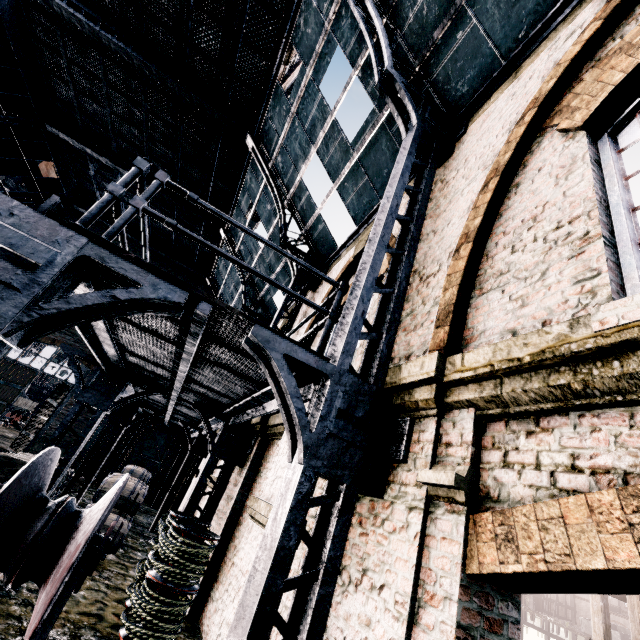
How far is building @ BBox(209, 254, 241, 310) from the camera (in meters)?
18.59

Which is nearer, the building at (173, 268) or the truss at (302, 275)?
the truss at (302, 275)

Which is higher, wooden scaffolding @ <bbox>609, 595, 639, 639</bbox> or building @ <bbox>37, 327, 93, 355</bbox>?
building @ <bbox>37, 327, 93, 355</bbox>

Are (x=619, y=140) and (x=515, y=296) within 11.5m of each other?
yes

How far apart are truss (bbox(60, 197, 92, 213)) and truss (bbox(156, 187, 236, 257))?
5.3 meters

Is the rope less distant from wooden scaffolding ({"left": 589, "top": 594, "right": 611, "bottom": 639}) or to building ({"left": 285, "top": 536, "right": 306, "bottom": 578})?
building ({"left": 285, "top": 536, "right": 306, "bottom": 578})

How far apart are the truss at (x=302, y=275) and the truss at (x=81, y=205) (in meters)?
11.22
